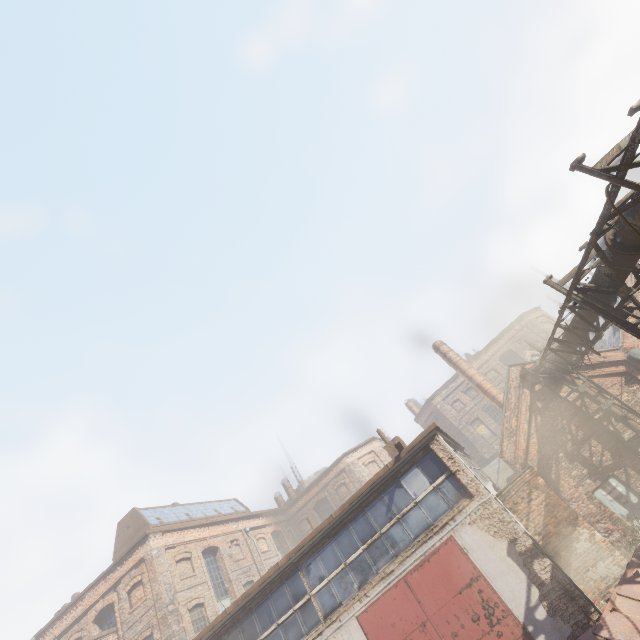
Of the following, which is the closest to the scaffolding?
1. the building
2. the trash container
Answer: the trash container

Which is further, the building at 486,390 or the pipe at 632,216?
the building at 486,390

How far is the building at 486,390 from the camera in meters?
20.8

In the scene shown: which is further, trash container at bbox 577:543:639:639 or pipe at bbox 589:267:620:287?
pipe at bbox 589:267:620:287

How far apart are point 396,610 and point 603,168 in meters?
11.5 m

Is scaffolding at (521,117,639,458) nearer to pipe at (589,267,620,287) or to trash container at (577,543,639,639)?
pipe at (589,267,620,287)

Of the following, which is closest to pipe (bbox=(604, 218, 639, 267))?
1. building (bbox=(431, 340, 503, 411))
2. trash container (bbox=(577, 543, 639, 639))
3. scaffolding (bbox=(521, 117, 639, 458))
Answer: scaffolding (bbox=(521, 117, 639, 458))

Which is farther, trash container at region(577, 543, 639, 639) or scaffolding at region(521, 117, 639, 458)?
trash container at region(577, 543, 639, 639)
